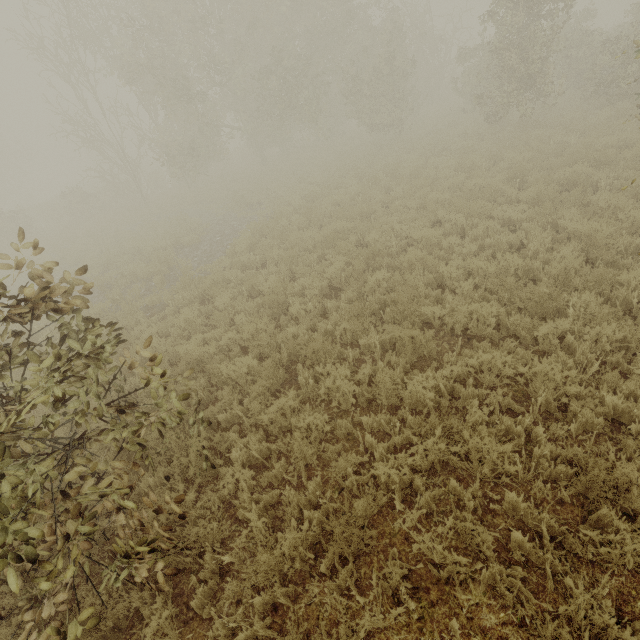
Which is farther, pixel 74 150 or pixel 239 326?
pixel 74 150
